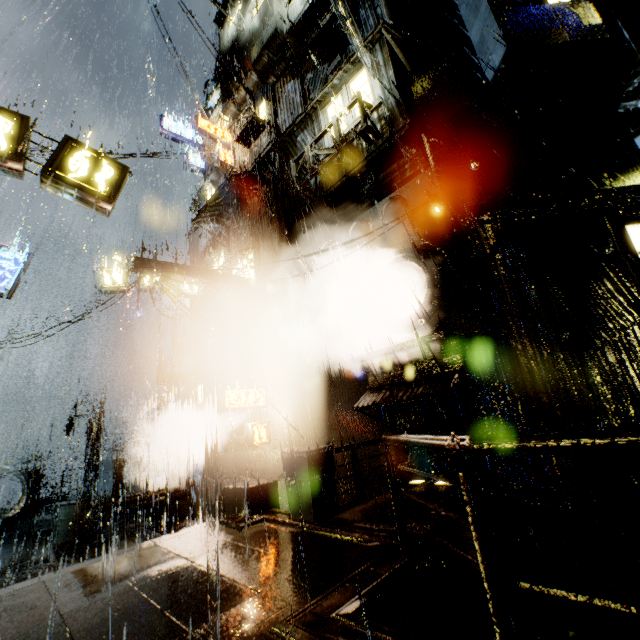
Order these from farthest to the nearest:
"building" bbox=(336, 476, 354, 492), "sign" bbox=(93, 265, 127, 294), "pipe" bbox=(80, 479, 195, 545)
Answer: "sign" bbox=(93, 265, 127, 294) → "pipe" bbox=(80, 479, 195, 545) → "building" bbox=(336, 476, 354, 492)

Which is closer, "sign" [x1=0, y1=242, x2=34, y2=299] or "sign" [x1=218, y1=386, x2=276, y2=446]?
"sign" [x1=218, y1=386, x2=276, y2=446]

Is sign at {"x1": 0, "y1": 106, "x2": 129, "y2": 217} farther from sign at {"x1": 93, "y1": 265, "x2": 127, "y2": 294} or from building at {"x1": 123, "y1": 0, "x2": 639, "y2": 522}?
sign at {"x1": 93, "y1": 265, "x2": 127, "y2": 294}

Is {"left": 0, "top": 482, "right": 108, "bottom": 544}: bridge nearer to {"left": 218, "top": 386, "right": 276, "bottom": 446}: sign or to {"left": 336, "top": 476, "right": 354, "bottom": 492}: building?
{"left": 336, "top": 476, "right": 354, "bottom": 492}: building

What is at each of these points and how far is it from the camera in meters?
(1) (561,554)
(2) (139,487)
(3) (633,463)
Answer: (1) building, 5.2
(2) bridge, 18.2
(3) building, 6.4

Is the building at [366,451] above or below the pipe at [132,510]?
above

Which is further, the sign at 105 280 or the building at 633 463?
the sign at 105 280

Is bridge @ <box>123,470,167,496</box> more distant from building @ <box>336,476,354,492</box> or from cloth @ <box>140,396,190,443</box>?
cloth @ <box>140,396,190,443</box>
